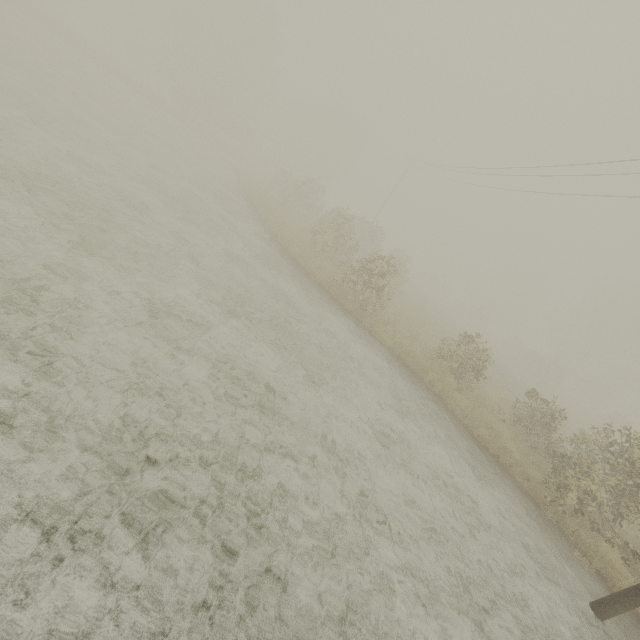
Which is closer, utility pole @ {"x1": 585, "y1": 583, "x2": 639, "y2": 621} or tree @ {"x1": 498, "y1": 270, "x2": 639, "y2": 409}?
utility pole @ {"x1": 585, "y1": 583, "x2": 639, "y2": 621}

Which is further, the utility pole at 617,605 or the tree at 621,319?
the tree at 621,319

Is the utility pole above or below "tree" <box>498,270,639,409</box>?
below

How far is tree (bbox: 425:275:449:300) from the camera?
56.0 meters

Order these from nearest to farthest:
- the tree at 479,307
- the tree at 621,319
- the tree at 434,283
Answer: the tree at 621,319 < the tree at 479,307 < the tree at 434,283

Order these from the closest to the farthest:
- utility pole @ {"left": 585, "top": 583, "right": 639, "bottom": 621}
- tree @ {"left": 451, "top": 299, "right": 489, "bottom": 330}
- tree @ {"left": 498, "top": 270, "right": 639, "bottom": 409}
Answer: utility pole @ {"left": 585, "top": 583, "right": 639, "bottom": 621}
tree @ {"left": 498, "top": 270, "right": 639, "bottom": 409}
tree @ {"left": 451, "top": 299, "right": 489, "bottom": 330}

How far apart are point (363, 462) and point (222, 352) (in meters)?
3.39
